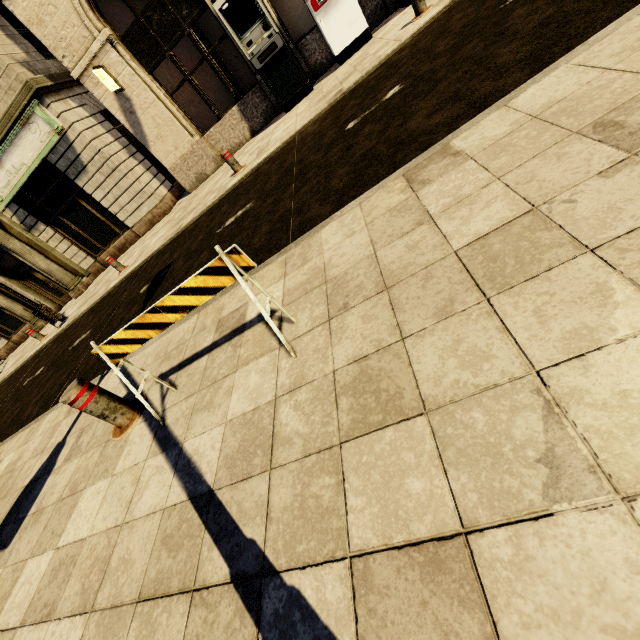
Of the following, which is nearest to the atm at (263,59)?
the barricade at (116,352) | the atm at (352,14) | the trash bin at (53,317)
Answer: the atm at (352,14)

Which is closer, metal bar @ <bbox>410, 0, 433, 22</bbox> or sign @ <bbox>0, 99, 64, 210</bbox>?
metal bar @ <bbox>410, 0, 433, 22</bbox>

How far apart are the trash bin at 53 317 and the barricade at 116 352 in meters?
10.8 m

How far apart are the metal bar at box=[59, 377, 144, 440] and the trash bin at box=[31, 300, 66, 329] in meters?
10.2

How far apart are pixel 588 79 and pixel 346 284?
1.93m

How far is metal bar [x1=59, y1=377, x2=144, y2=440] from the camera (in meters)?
2.64

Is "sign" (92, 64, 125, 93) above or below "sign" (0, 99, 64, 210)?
below

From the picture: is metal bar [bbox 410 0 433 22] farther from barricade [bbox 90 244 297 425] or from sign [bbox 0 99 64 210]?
sign [bbox 0 99 64 210]
